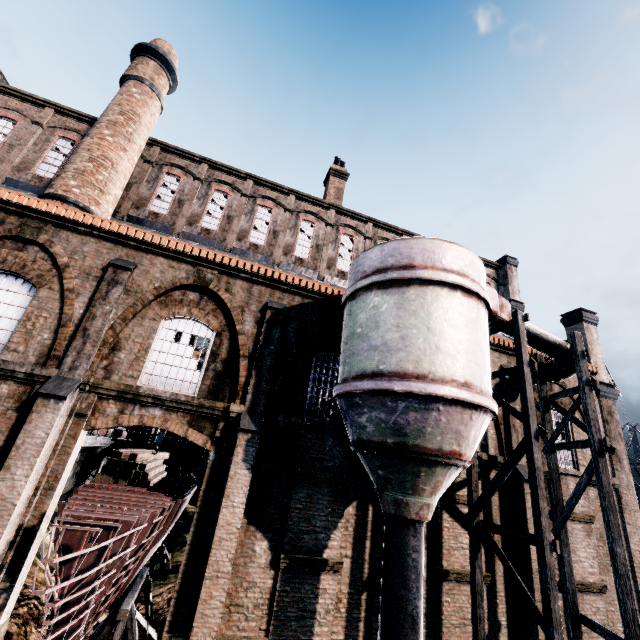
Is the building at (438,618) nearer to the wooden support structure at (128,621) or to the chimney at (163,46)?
the chimney at (163,46)

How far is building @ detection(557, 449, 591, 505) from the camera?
14.7 meters

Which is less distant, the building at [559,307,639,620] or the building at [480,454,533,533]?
the building at [480,454,533,533]

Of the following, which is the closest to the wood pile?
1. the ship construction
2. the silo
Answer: the ship construction

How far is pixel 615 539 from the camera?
9.4m

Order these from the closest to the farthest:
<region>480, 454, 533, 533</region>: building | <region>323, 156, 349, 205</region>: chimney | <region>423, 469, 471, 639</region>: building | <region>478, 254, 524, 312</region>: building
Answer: <region>423, 469, 471, 639</region>: building → <region>480, 454, 533, 533</region>: building → <region>323, 156, 349, 205</region>: chimney → <region>478, 254, 524, 312</region>: building

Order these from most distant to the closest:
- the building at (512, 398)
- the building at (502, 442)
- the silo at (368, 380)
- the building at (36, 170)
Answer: the building at (512, 398)
the building at (502, 442)
the building at (36, 170)
the silo at (368, 380)
